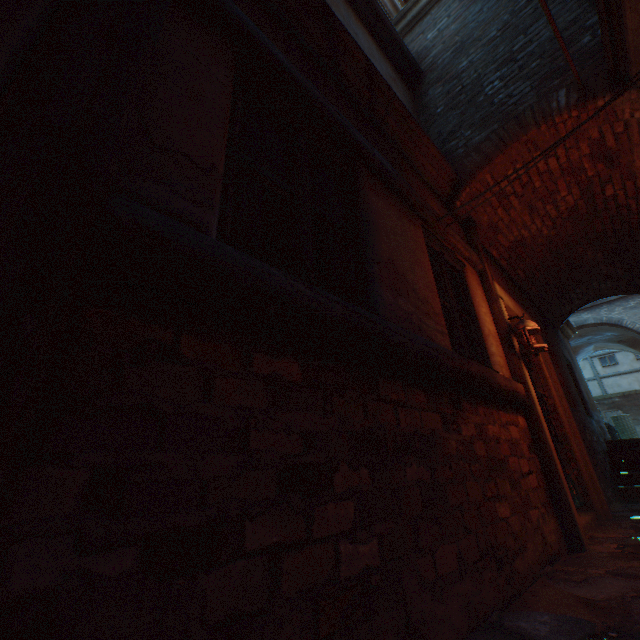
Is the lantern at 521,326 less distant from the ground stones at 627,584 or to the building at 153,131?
the building at 153,131

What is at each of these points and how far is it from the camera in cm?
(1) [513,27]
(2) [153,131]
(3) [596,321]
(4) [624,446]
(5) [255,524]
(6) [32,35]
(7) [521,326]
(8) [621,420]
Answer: (1) building, 416
(2) building, 116
(3) building, 1500
(4) stairs, 666
(5) building, 92
(6) building, 91
(7) lantern, 353
(8) wicker basket, 1065

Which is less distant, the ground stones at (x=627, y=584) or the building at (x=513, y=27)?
the ground stones at (x=627, y=584)

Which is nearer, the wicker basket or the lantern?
the lantern

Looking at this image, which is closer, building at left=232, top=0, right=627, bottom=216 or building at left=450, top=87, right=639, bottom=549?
building at left=232, top=0, right=627, bottom=216

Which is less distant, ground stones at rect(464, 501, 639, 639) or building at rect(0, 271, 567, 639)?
building at rect(0, 271, 567, 639)

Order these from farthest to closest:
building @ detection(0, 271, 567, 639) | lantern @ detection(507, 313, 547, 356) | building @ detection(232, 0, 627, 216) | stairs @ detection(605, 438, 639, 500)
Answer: stairs @ detection(605, 438, 639, 500) < lantern @ detection(507, 313, 547, 356) < building @ detection(232, 0, 627, 216) < building @ detection(0, 271, 567, 639)

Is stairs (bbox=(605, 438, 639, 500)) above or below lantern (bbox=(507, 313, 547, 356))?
below
